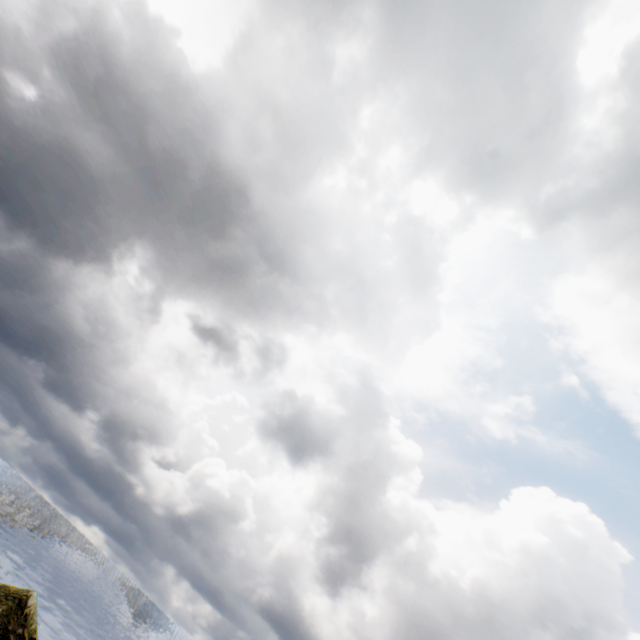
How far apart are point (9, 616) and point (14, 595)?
1.7m
